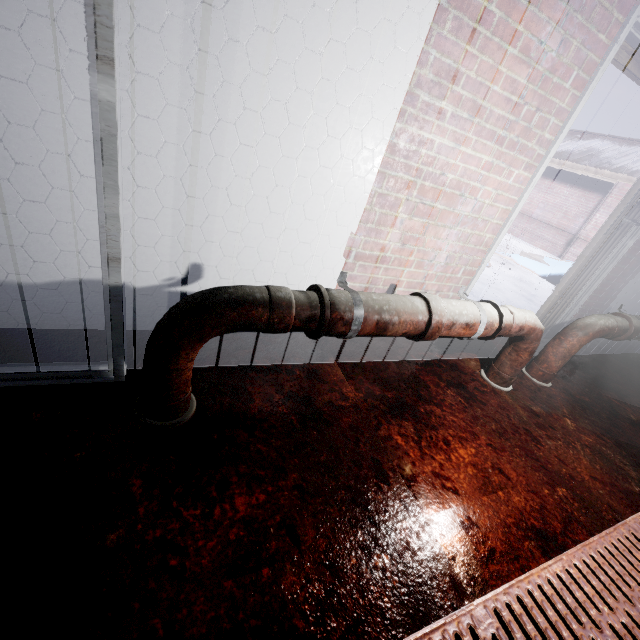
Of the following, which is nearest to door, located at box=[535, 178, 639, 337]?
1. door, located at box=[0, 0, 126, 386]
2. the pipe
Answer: the pipe

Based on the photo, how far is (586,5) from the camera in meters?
1.4 m

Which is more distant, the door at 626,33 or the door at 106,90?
the door at 626,33

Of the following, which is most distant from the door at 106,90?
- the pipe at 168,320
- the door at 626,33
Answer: the door at 626,33

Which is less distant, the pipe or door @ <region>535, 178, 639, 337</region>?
the pipe

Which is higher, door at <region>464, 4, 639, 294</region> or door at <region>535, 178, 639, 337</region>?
door at <region>464, 4, 639, 294</region>

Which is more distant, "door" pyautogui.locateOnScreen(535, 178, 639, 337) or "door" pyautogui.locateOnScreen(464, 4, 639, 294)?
"door" pyautogui.locateOnScreen(535, 178, 639, 337)
